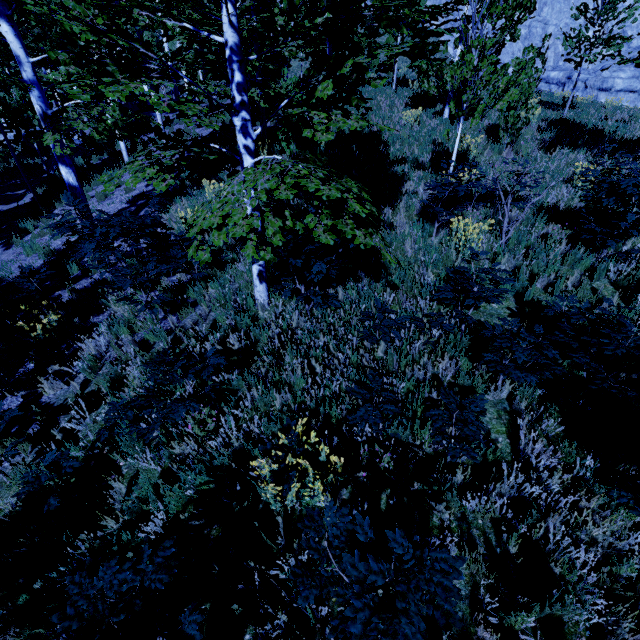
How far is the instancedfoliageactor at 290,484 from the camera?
2.79m

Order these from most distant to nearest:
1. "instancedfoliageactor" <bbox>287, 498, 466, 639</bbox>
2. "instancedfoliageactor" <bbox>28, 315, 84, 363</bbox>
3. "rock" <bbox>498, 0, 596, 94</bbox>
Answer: "rock" <bbox>498, 0, 596, 94</bbox> < "instancedfoliageactor" <bbox>28, 315, 84, 363</bbox> < "instancedfoliageactor" <bbox>287, 498, 466, 639</bbox>

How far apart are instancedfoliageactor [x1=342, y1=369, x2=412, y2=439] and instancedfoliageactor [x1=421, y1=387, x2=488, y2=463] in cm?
49

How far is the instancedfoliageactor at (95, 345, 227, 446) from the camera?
3.5m

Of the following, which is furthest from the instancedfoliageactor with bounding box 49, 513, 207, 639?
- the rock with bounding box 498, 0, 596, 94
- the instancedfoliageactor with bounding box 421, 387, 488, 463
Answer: the rock with bounding box 498, 0, 596, 94

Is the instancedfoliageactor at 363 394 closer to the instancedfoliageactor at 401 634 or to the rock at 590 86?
the instancedfoliageactor at 401 634

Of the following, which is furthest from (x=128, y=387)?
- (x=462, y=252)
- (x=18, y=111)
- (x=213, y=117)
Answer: (x=213, y=117)
